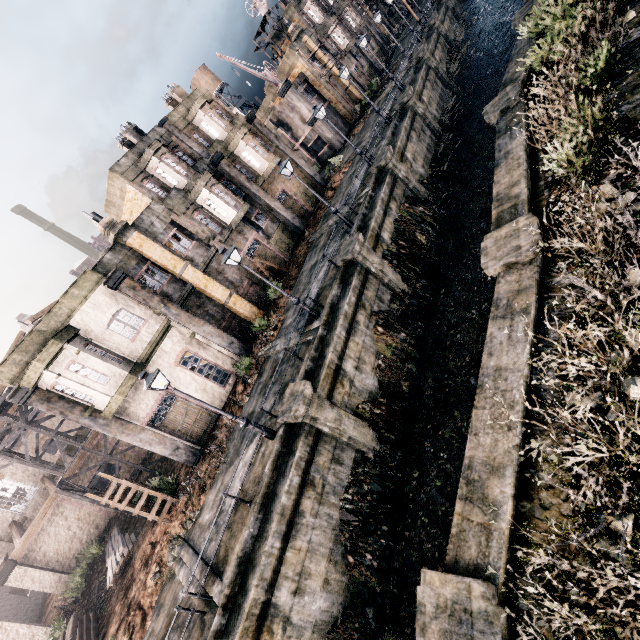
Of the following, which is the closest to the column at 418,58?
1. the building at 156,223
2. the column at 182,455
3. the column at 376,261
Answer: the building at 156,223

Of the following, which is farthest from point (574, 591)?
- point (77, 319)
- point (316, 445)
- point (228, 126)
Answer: point (228, 126)

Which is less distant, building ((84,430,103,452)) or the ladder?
the ladder

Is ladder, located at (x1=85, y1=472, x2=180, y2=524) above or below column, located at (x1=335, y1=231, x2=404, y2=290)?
above

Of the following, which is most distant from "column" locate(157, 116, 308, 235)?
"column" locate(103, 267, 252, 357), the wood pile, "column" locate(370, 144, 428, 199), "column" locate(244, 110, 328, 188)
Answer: the wood pile

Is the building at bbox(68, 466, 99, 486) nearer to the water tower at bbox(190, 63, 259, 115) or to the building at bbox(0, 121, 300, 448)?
the building at bbox(0, 121, 300, 448)

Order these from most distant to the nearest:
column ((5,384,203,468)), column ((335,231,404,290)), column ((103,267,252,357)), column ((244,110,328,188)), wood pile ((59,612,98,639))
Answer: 1. column ((244,110,328,188))
2. column ((103,267,252,357))
3. column ((335,231,404,290))
4. wood pile ((59,612,98,639))
5. column ((5,384,203,468))

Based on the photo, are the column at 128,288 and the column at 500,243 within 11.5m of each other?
no
